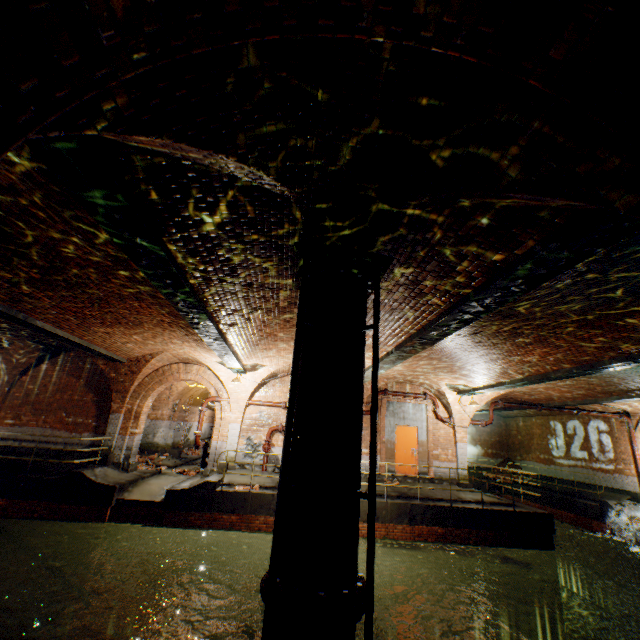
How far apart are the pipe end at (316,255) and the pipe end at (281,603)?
3.9 meters

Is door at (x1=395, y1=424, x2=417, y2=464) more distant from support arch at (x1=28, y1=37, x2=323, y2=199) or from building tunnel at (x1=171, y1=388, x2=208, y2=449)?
support arch at (x1=28, y1=37, x2=323, y2=199)

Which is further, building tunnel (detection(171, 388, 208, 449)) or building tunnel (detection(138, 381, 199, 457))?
building tunnel (detection(171, 388, 208, 449))

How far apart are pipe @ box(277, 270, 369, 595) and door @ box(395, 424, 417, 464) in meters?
10.9

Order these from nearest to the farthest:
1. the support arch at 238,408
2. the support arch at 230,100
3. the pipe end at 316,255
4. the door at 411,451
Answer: the support arch at 230,100
the pipe end at 316,255
the support arch at 238,408
the door at 411,451

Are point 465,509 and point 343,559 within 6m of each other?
no

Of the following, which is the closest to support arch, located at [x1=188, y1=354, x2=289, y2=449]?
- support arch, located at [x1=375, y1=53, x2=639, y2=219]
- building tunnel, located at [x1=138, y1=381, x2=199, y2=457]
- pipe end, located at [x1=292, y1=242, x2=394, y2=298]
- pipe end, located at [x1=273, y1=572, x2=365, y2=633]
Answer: building tunnel, located at [x1=138, y1=381, x2=199, y2=457]

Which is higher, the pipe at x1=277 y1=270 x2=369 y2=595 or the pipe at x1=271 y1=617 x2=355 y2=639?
the pipe at x1=277 y1=270 x2=369 y2=595
